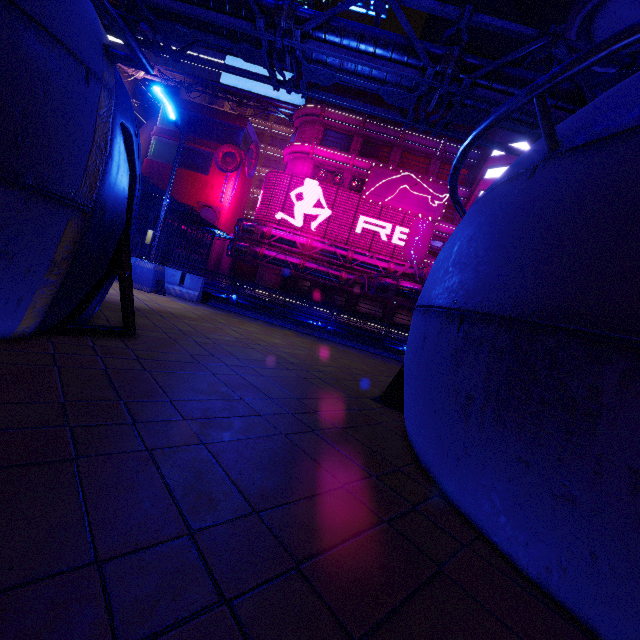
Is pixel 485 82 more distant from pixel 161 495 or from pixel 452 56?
pixel 161 495

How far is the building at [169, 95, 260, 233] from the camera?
47.5 meters

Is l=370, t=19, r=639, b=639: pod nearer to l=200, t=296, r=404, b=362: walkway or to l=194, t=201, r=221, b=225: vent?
l=200, t=296, r=404, b=362: walkway

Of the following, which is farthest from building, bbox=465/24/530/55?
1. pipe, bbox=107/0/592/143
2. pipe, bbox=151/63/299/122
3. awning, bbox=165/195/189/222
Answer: awning, bbox=165/195/189/222

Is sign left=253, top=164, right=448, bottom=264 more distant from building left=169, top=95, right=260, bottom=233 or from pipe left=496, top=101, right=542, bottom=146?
building left=169, top=95, right=260, bottom=233

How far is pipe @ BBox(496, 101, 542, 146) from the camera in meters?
9.3

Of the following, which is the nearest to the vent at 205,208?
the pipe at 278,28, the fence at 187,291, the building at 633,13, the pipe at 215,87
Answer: the pipe at 278,28

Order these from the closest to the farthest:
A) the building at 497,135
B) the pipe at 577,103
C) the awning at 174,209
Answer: the pipe at 577,103
the awning at 174,209
the building at 497,135
